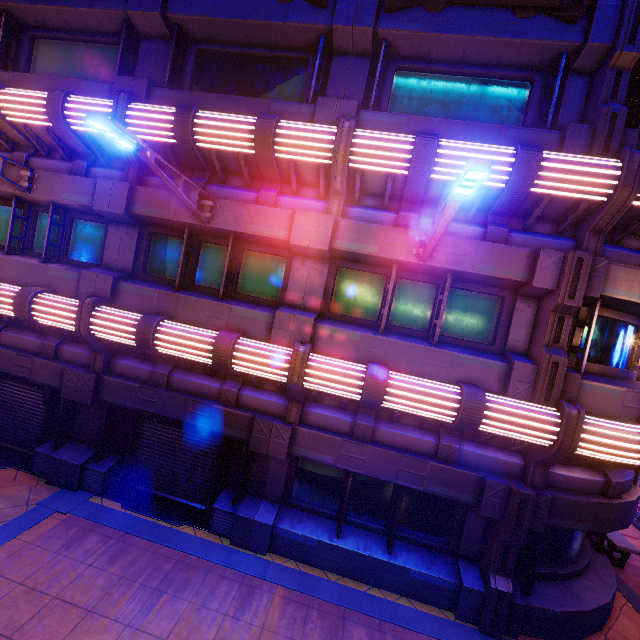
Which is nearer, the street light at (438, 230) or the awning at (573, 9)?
the street light at (438, 230)

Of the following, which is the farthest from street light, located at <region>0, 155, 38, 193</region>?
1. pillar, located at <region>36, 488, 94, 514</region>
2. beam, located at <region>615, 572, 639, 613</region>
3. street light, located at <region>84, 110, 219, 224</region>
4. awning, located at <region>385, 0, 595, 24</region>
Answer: beam, located at <region>615, 572, 639, 613</region>

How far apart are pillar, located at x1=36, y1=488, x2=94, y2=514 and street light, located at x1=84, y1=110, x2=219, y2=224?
7.2 meters

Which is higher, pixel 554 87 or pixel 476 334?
pixel 554 87

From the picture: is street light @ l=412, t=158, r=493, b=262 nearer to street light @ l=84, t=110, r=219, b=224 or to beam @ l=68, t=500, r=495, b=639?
street light @ l=84, t=110, r=219, b=224

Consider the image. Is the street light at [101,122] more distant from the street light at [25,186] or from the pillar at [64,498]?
the pillar at [64,498]

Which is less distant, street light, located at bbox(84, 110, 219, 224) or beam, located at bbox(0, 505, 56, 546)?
street light, located at bbox(84, 110, 219, 224)

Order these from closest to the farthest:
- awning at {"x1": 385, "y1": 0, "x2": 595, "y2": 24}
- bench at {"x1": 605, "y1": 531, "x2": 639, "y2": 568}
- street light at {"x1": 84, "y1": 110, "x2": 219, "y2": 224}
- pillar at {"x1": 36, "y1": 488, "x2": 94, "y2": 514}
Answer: street light at {"x1": 84, "y1": 110, "x2": 219, "y2": 224}, awning at {"x1": 385, "y1": 0, "x2": 595, "y2": 24}, pillar at {"x1": 36, "y1": 488, "x2": 94, "y2": 514}, bench at {"x1": 605, "y1": 531, "x2": 639, "y2": 568}
